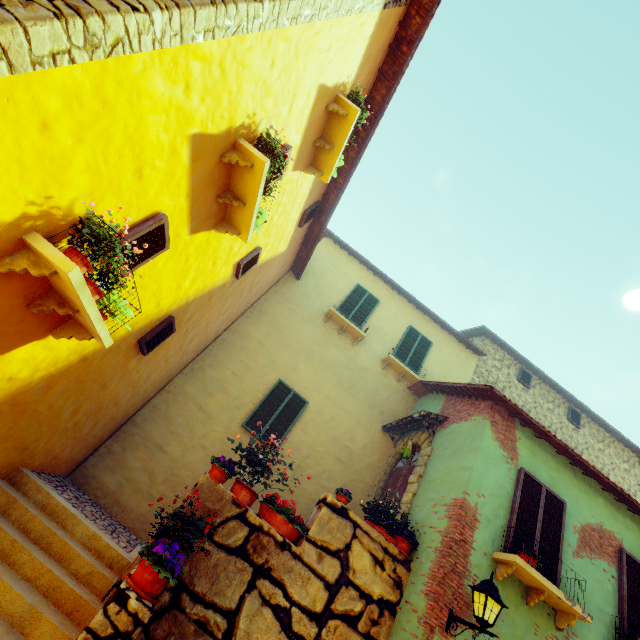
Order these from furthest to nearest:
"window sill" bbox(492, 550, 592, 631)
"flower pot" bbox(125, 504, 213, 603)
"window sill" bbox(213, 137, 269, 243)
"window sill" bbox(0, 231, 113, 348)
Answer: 1. "window sill" bbox(492, 550, 592, 631)
2. "window sill" bbox(213, 137, 269, 243)
3. "flower pot" bbox(125, 504, 213, 603)
4. "window sill" bbox(0, 231, 113, 348)

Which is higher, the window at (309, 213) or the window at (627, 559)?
the window at (309, 213)

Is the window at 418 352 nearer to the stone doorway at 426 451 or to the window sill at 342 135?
the stone doorway at 426 451

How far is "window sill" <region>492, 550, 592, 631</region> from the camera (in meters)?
5.10

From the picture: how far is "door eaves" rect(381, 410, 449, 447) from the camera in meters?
8.2

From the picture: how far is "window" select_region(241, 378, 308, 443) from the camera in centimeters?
850cm

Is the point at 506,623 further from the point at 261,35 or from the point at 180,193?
the point at 261,35

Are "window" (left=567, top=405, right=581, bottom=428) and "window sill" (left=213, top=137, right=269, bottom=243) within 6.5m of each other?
no
